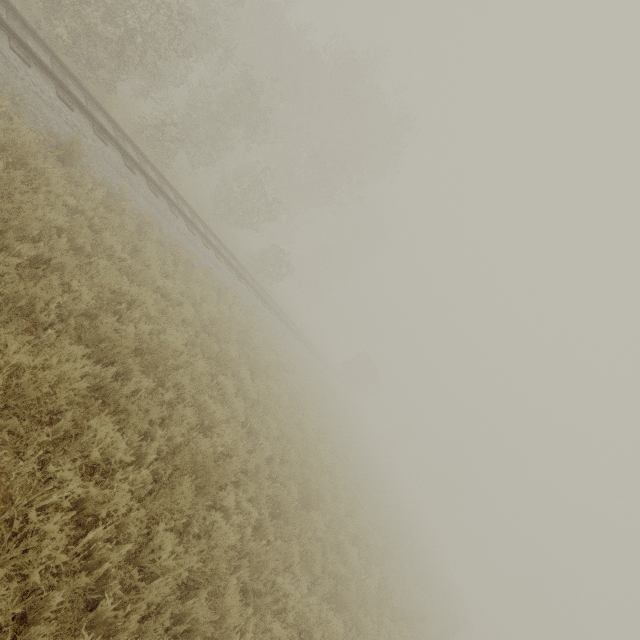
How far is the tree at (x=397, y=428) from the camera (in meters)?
57.13

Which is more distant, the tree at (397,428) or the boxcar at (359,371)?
the tree at (397,428)

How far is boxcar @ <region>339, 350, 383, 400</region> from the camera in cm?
4219

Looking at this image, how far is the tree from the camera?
57.1m

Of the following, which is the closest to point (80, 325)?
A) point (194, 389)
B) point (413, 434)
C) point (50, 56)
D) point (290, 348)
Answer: point (194, 389)

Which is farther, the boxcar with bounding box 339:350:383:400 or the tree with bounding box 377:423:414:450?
the tree with bounding box 377:423:414:450
